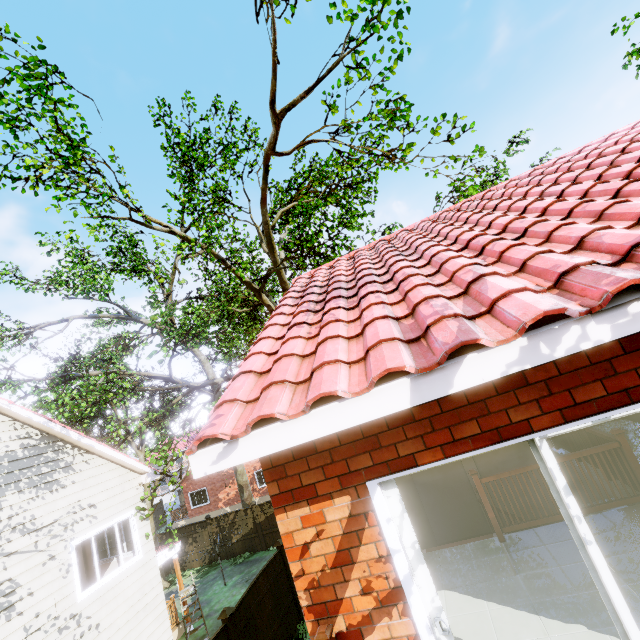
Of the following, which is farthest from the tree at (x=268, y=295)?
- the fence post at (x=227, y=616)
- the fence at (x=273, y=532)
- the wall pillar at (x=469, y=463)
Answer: the fence post at (x=227, y=616)

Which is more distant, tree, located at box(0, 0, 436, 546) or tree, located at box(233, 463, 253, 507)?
tree, located at box(233, 463, 253, 507)

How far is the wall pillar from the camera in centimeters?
820cm

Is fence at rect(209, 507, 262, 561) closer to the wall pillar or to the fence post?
the fence post

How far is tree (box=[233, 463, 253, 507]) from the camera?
22.1 meters

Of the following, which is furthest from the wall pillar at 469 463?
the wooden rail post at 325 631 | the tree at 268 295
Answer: the wooden rail post at 325 631

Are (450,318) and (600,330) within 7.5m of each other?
yes

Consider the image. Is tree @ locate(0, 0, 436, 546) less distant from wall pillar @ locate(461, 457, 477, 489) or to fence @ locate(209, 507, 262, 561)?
fence @ locate(209, 507, 262, 561)
